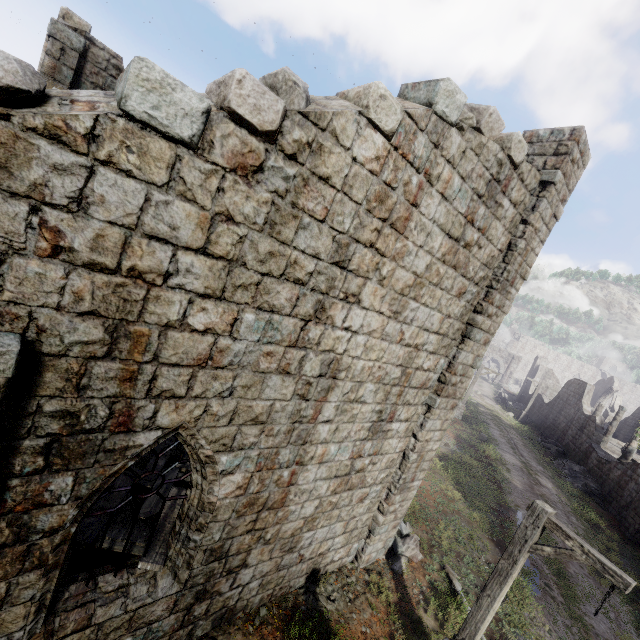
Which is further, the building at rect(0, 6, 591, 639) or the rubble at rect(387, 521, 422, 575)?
the rubble at rect(387, 521, 422, 575)

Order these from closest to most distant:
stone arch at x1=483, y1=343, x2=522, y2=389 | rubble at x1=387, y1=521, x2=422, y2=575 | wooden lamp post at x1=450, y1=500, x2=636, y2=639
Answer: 1. wooden lamp post at x1=450, y1=500, x2=636, y2=639
2. rubble at x1=387, y1=521, x2=422, y2=575
3. stone arch at x1=483, y1=343, x2=522, y2=389

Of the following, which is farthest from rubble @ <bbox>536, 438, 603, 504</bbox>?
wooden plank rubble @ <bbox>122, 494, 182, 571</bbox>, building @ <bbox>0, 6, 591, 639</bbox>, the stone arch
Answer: wooden plank rubble @ <bbox>122, 494, 182, 571</bbox>

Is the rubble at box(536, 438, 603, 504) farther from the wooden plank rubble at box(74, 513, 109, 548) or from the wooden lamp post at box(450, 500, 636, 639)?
the wooden plank rubble at box(74, 513, 109, 548)

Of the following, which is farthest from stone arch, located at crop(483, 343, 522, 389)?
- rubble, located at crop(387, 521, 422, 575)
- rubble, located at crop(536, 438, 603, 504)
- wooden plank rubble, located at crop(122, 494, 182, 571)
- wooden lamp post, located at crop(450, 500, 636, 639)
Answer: wooden plank rubble, located at crop(122, 494, 182, 571)

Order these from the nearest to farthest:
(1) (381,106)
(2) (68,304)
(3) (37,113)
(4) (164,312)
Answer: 1. (3) (37,113)
2. (2) (68,304)
3. (4) (164,312)
4. (1) (381,106)

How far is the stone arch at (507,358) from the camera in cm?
5262

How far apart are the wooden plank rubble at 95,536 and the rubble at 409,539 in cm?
610
